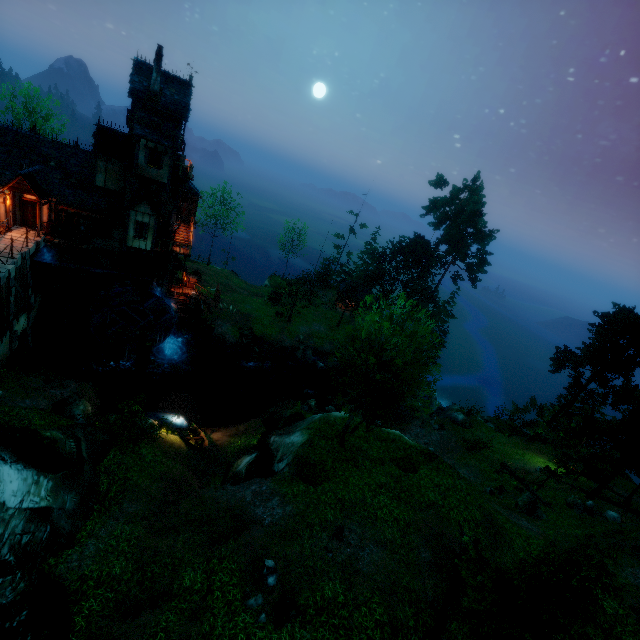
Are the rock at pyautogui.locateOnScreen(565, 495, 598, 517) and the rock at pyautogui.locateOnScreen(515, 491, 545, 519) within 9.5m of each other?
yes

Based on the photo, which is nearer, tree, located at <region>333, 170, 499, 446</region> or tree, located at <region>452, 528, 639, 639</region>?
tree, located at <region>452, 528, 639, 639</region>

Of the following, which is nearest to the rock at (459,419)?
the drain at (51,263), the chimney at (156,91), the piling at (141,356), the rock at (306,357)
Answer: the rock at (306,357)

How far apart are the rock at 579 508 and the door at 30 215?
45.3 meters

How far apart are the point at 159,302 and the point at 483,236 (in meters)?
38.61

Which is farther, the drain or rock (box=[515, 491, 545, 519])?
the drain

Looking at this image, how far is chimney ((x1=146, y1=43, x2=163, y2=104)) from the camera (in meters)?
22.64

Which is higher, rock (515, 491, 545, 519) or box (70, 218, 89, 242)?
box (70, 218, 89, 242)
